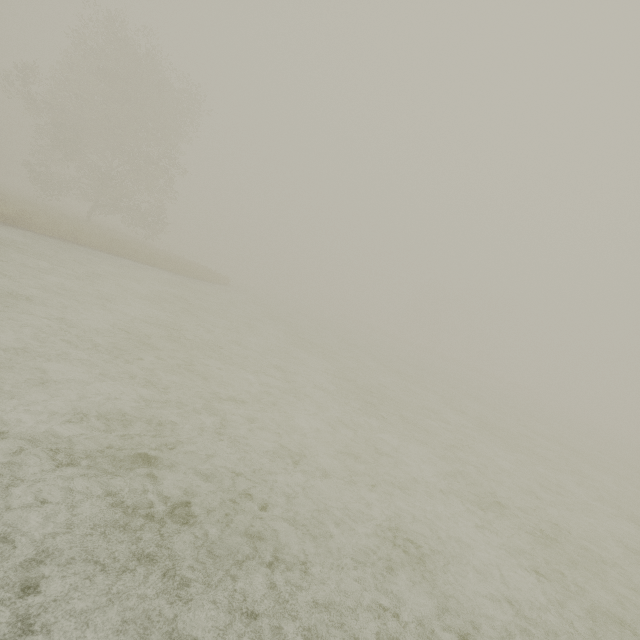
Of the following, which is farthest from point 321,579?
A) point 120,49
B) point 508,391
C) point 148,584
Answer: point 508,391
